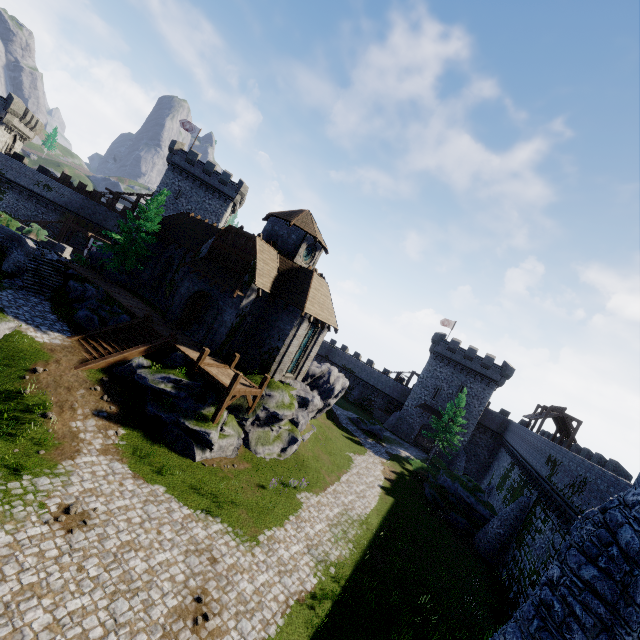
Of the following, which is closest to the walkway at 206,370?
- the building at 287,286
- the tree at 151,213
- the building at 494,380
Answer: the building at 287,286

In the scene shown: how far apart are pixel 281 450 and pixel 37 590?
14.8m

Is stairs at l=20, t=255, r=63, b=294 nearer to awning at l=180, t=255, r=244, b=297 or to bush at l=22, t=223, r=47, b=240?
awning at l=180, t=255, r=244, b=297

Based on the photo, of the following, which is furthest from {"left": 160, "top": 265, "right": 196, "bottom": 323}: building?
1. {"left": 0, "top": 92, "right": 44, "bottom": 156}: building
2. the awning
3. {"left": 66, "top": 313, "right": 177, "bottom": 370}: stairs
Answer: {"left": 0, "top": 92, "right": 44, "bottom": 156}: building

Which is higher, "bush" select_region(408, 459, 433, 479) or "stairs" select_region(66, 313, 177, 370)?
"stairs" select_region(66, 313, 177, 370)

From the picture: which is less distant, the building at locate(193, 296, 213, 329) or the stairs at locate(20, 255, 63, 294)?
the stairs at locate(20, 255, 63, 294)

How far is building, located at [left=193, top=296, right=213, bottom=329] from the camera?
27.4m

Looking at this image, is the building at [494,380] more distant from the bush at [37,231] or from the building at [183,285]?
the bush at [37,231]
